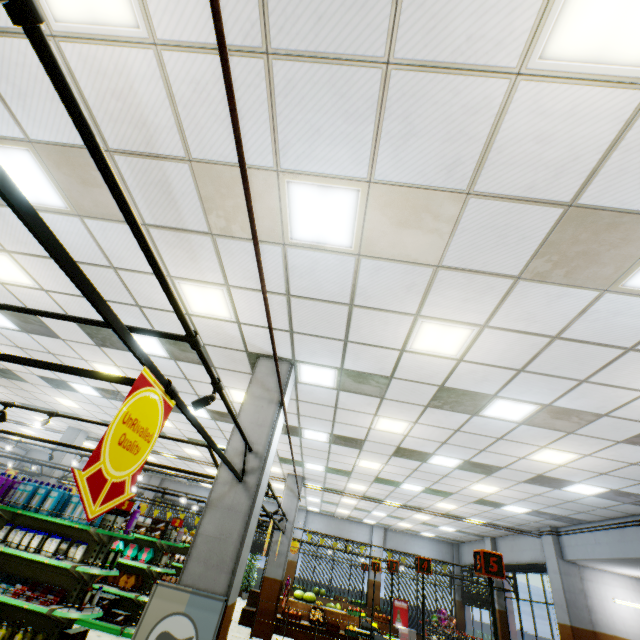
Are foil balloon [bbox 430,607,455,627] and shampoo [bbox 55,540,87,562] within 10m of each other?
no

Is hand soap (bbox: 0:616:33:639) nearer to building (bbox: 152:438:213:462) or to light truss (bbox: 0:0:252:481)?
building (bbox: 152:438:213:462)

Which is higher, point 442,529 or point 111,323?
point 442,529

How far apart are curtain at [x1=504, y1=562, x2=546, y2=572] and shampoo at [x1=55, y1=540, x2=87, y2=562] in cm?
1505

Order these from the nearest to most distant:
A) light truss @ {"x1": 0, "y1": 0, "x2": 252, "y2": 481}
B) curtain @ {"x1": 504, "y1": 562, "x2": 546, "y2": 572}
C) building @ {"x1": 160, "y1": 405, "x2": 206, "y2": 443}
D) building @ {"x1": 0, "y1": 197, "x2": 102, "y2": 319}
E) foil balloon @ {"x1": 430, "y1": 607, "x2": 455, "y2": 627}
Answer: light truss @ {"x1": 0, "y1": 0, "x2": 252, "y2": 481}, building @ {"x1": 0, "y1": 197, "x2": 102, "y2": 319}, building @ {"x1": 160, "y1": 405, "x2": 206, "y2": 443}, curtain @ {"x1": 504, "y1": 562, "x2": 546, "y2": 572}, foil balloon @ {"x1": 430, "y1": 607, "x2": 455, "y2": 627}

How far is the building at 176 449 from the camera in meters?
13.0 m

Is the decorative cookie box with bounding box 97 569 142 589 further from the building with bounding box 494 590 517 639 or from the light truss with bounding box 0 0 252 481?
the light truss with bounding box 0 0 252 481

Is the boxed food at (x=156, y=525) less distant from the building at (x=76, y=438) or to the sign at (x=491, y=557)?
the building at (x=76, y=438)
